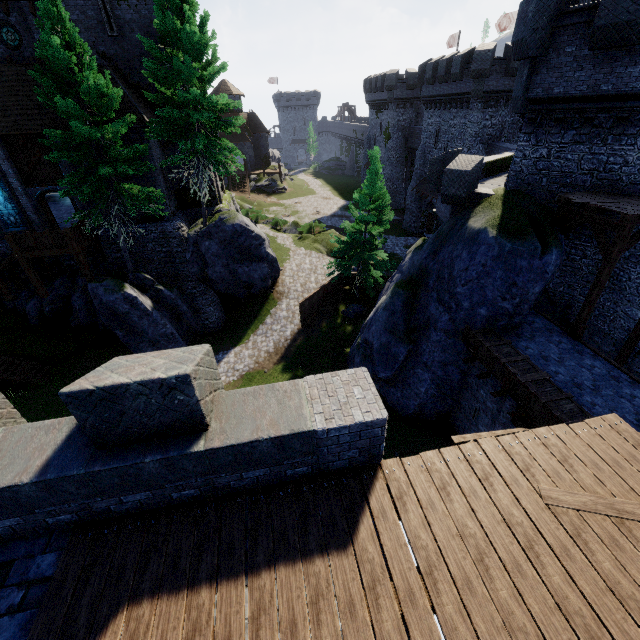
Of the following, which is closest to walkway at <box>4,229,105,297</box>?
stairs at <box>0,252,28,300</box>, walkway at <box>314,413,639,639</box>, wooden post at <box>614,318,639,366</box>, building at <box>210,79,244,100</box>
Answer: stairs at <box>0,252,28,300</box>

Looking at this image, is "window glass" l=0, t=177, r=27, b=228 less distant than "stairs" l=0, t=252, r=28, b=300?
No

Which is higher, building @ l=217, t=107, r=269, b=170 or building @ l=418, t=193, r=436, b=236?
building @ l=217, t=107, r=269, b=170

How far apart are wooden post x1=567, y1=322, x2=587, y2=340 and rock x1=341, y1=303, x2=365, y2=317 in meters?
13.8 m

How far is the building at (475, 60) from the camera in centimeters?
2634cm

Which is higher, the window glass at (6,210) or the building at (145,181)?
the building at (145,181)

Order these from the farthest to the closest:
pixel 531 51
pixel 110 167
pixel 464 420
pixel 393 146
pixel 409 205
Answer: pixel 393 146 → pixel 409 205 → pixel 110 167 → pixel 464 420 → pixel 531 51

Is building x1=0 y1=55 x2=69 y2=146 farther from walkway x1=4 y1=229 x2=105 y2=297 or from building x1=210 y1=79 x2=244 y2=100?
building x1=210 y1=79 x2=244 y2=100
